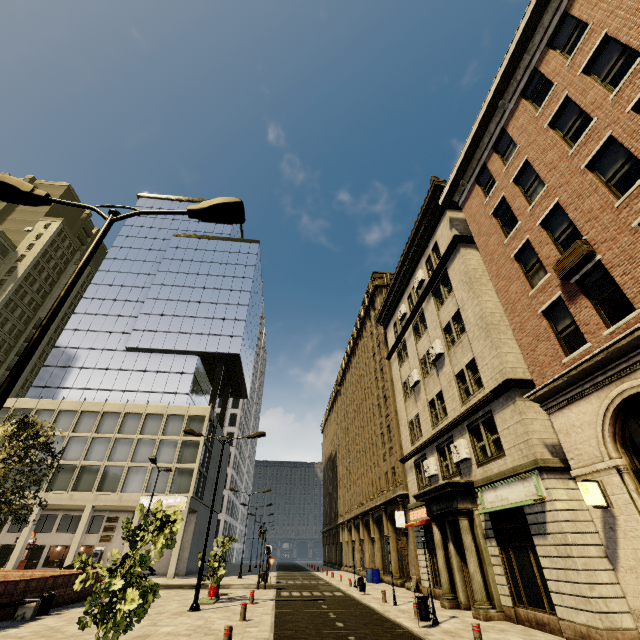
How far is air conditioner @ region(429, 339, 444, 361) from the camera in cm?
1941

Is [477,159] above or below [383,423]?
above

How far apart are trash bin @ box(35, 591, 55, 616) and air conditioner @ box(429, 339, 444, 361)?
21.37m

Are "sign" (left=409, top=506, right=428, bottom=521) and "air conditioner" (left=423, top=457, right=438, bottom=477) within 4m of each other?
yes

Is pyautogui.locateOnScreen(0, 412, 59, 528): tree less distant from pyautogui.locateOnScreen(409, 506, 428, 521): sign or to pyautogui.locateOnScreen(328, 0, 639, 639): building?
pyautogui.locateOnScreen(328, 0, 639, 639): building

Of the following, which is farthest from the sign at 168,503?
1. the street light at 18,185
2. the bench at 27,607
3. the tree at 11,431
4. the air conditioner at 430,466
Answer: the street light at 18,185

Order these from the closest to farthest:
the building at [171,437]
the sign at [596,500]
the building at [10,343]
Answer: the sign at [596,500] < the building at [171,437] < the building at [10,343]

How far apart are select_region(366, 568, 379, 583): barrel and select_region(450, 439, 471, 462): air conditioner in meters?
18.9
